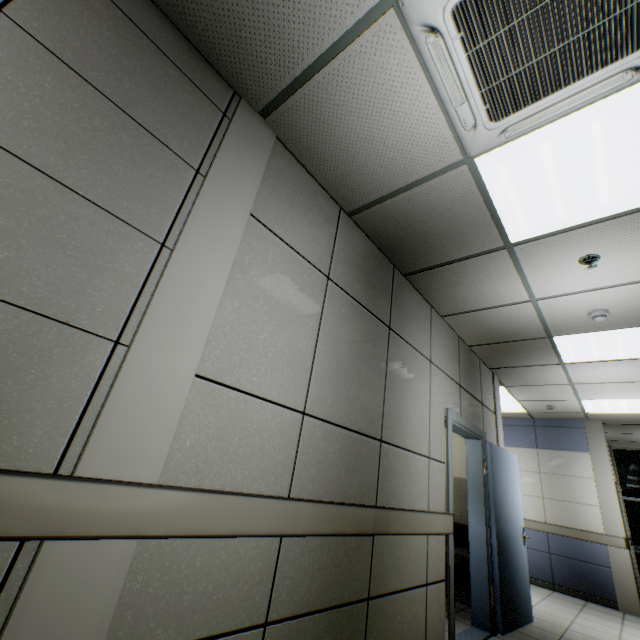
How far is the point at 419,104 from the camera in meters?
1.9

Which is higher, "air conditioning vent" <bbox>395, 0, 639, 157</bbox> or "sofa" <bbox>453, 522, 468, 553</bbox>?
"air conditioning vent" <bbox>395, 0, 639, 157</bbox>

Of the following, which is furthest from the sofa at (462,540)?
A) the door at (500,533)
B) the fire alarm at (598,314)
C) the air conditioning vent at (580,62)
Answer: the air conditioning vent at (580,62)

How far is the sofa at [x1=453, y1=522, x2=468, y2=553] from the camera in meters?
4.1

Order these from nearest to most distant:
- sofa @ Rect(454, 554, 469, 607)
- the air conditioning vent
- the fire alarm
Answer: the air conditioning vent < the fire alarm < sofa @ Rect(454, 554, 469, 607)

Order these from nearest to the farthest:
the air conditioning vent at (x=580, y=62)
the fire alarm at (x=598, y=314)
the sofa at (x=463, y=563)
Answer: the air conditioning vent at (x=580, y=62) → the fire alarm at (x=598, y=314) → the sofa at (x=463, y=563)
